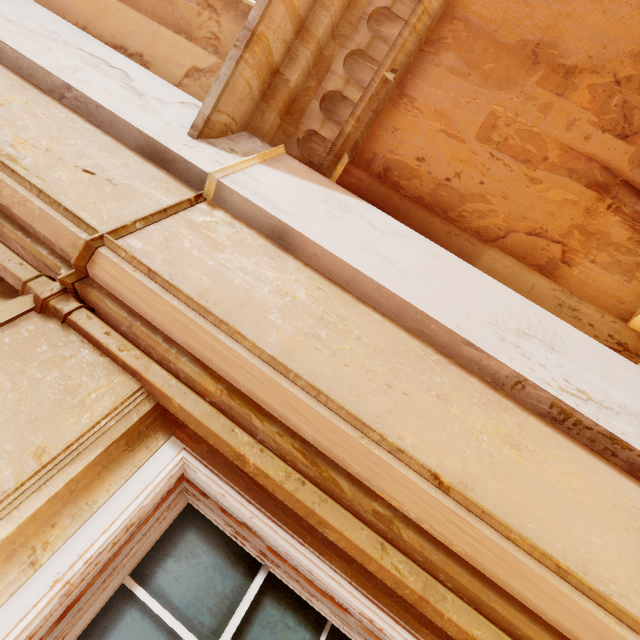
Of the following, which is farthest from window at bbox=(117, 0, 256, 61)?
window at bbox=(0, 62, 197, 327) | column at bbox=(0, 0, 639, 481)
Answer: window at bbox=(0, 62, 197, 327)

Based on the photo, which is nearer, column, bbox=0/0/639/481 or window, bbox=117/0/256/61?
column, bbox=0/0/639/481

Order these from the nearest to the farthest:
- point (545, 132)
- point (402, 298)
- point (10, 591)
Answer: point (10, 591) < point (402, 298) < point (545, 132)

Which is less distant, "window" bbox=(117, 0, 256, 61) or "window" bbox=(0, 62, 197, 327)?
"window" bbox=(0, 62, 197, 327)

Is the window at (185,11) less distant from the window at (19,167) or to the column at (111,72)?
the column at (111,72)

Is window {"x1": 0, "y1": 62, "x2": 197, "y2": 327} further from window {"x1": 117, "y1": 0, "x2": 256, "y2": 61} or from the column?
window {"x1": 117, "y1": 0, "x2": 256, "y2": 61}

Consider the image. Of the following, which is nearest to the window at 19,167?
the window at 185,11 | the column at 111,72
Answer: the column at 111,72
